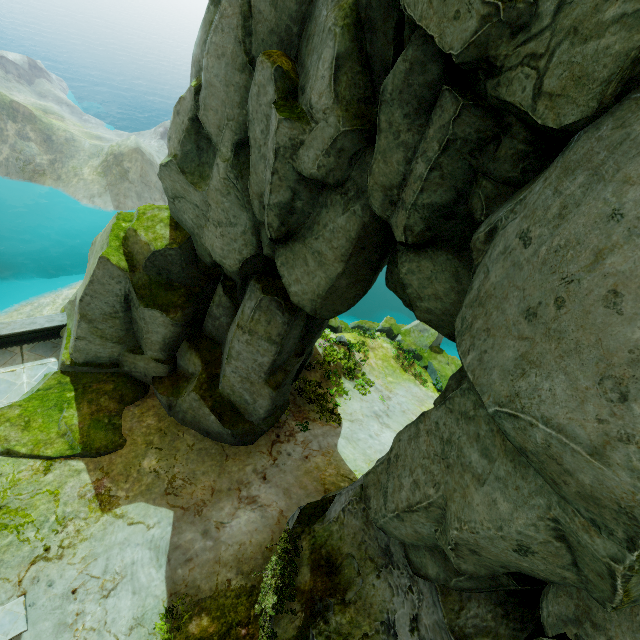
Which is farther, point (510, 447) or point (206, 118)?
point (206, 118)

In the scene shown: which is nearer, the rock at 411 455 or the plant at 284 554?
the rock at 411 455

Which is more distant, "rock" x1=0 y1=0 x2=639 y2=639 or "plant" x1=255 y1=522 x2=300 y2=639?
"plant" x1=255 y1=522 x2=300 y2=639
